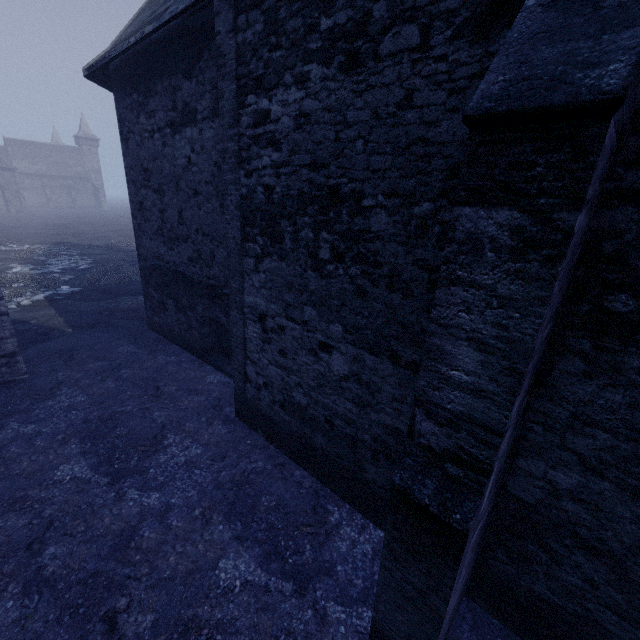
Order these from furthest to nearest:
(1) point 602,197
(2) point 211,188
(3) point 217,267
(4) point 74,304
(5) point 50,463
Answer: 1. (4) point 74,304
2. (3) point 217,267
3. (2) point 211,188
4. (5) point 50,463
5. (1) point 602,197

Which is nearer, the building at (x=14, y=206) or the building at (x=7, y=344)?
the building at (x=7, y=344)

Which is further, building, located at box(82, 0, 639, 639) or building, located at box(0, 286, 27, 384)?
building, located at box(0, 286, 27, 384)

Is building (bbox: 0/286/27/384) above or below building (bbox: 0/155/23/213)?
below

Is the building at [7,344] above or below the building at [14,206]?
below

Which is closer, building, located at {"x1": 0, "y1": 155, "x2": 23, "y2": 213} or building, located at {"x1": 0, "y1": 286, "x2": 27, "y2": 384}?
building, located at {"x1": 0, "y1": 286, "x2": 27, "y2": 384}

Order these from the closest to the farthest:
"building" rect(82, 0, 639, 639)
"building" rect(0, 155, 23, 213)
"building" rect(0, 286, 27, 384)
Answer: "building" rect(82, 0, 639, 639), "building" rect(0, 286, 27, 384), "building" rect(0, 155, 23, 213)
